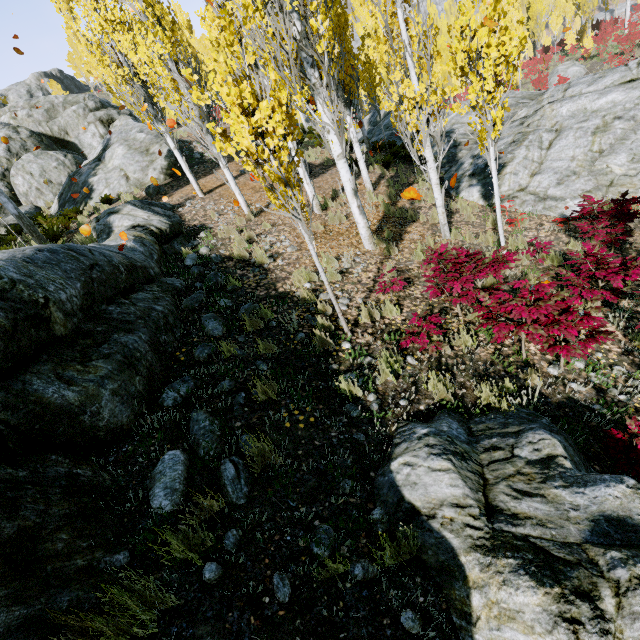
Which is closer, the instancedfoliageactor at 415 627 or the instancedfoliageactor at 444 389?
the instancedfoliageactor at 415 627

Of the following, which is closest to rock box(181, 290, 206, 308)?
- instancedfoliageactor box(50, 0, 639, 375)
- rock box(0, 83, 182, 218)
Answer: instancedfoliageactor box(50, 0, 639, 375)

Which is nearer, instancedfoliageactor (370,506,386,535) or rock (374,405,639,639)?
rock (374,405,639,639)

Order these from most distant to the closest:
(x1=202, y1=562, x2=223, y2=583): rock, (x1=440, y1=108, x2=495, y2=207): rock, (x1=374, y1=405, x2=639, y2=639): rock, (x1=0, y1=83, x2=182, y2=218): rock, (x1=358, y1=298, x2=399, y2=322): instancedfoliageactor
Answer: (x1=0, y1=83, x2=182, y2=218): rock → (x1=440, y1=108, x2=495, y2=207): rock → (x1=358, y1=298, x2=399, y2=322): instancedfoliageactor → (x1=202, y1=562, x2=223, y2=583): rock → (x1=374, y1=405, x2=639, y2=639): rock

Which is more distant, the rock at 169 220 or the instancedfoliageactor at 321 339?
the instancedfoliageactor at 321 339

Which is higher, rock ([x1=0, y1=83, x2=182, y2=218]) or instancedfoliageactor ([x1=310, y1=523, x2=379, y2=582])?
rock ([x1=0, y1=83, x2=182, y2=218])

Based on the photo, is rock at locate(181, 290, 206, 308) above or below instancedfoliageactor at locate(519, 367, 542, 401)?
above

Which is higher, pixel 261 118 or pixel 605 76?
pixel 261 118
